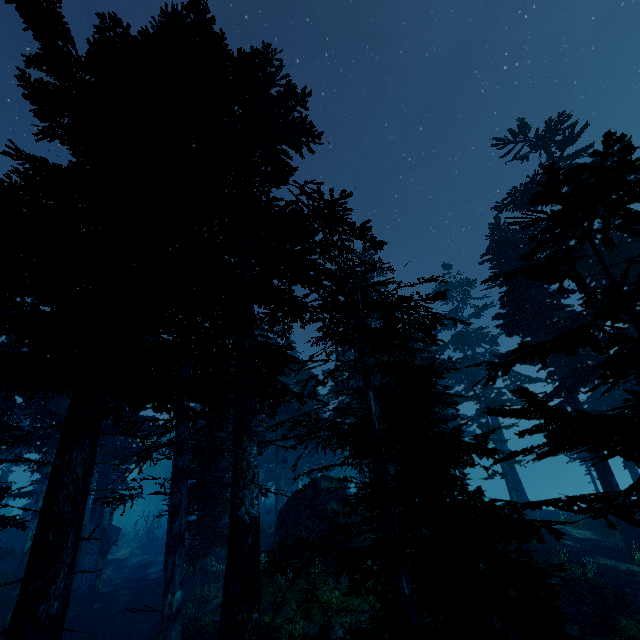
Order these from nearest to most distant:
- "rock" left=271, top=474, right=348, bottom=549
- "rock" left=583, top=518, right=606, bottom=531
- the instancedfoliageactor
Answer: the instancedfoliageactor → "rock" left=271, top=474, right=348, bottom=549 → "rock" left=583, top=518, right=606, bottom=531

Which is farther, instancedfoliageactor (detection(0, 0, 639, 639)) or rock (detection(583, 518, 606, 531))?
rock (detection(583, 518, 606, 531))

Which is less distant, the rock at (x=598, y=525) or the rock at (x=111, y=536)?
the rock at (x=598, y=525)

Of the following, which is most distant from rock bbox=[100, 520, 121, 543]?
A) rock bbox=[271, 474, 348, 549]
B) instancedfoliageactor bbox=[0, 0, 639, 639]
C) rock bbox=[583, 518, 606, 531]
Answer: rock bbox=[583, 518, 606, 531]

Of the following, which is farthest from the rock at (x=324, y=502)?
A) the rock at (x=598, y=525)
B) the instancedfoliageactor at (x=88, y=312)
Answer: the rock at (x=598, y=525)

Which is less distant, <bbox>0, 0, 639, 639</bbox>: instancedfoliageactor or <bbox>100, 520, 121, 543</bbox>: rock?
<bbox>0, 0, 639, 639</bbox>: instancedfoliageactor

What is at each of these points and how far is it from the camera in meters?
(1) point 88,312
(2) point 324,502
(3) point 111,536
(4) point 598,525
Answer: (1) instancedfoliageactor, 5.7 m
(2) rock, 19.7 m
(3) rock, 28.2 m
(4) rock, 23.3 m

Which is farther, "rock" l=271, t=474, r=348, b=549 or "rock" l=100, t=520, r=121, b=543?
"rock" l=100, t=520, r=121, b=543
